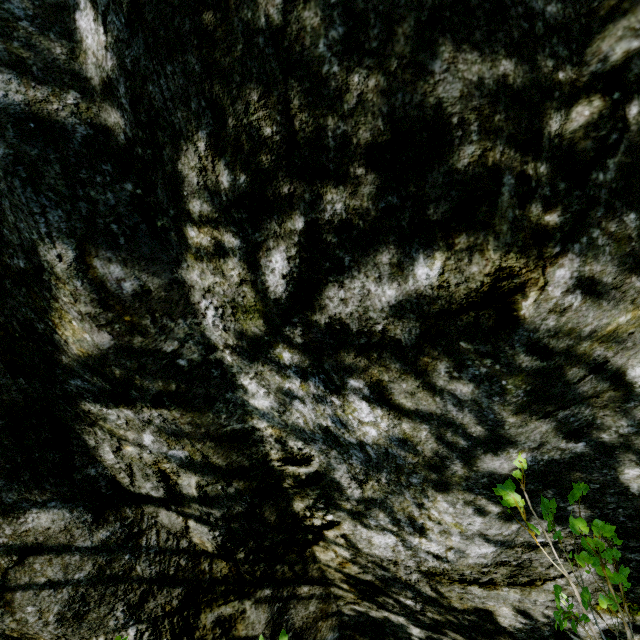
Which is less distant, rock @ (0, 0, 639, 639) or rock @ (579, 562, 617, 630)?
rock @ (0, 0, 639, 639)

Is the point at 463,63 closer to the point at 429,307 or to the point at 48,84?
the point at 429,307

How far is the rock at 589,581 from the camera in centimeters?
146cm

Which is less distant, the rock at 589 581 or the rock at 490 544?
the rock at 490 544

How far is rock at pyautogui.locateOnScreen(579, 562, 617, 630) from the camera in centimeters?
146cm
